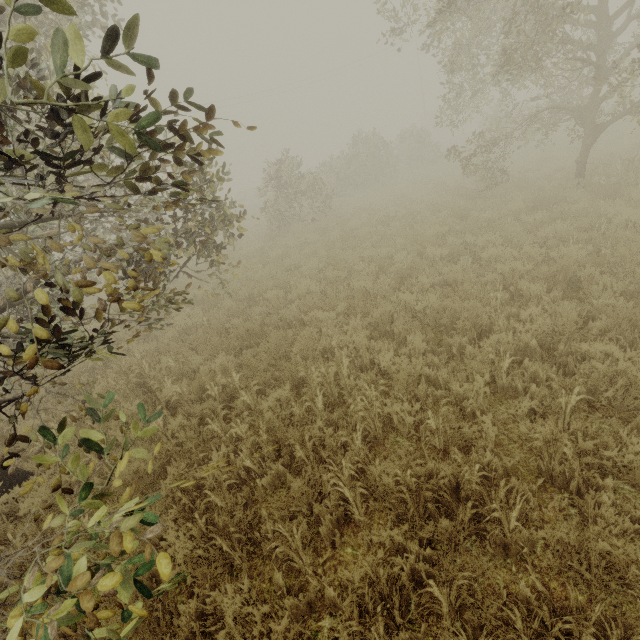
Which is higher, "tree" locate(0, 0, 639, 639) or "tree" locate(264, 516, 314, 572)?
"tree" locate(0, 0, 639, 639)

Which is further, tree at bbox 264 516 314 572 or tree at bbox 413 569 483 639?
tree at bbox 264 516 314 572

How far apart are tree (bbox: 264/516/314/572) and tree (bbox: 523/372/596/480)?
2.43m

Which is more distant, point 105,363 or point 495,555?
point 105,363

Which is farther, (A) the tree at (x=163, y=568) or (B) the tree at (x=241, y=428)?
(B) the tree at (x=241, y=428)

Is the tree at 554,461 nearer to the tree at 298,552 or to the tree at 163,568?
the tree at 298,552

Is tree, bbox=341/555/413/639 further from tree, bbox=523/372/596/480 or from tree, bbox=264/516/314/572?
tree, bbox=523/372/596/480

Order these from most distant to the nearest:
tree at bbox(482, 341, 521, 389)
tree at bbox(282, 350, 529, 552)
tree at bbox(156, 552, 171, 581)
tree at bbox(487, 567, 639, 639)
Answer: tree at bbox(482, 341, 521, 389), tree at bbox(282, 350, 529, 552), tree at bbox(487, 567, 639, 639), tree at bbox(156, 552, 171, 581)
